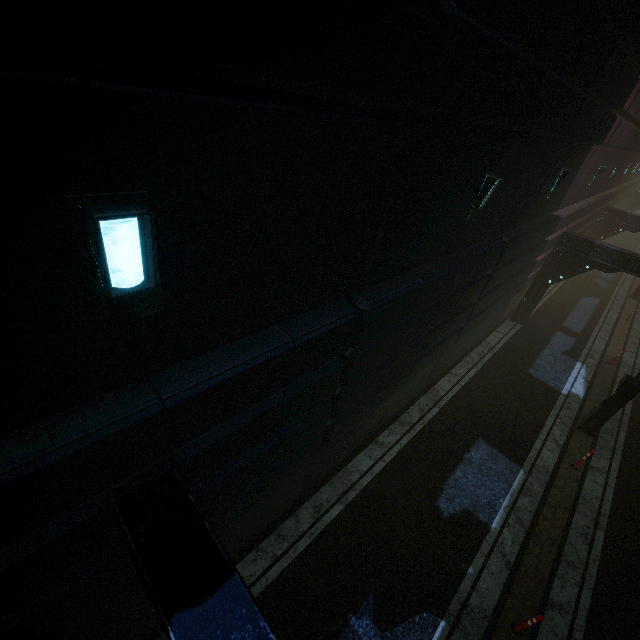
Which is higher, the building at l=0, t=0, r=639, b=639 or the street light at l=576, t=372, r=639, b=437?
the building at l=0, t=0, r=639, b=639

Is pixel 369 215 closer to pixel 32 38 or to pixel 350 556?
pixel 32 38

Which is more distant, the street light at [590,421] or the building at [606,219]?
the street light at [590,421]

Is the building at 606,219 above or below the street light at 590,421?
above

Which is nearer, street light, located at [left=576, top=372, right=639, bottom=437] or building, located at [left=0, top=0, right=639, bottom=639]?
building, located at [left=0, top=0, right=639, bottom=639]
